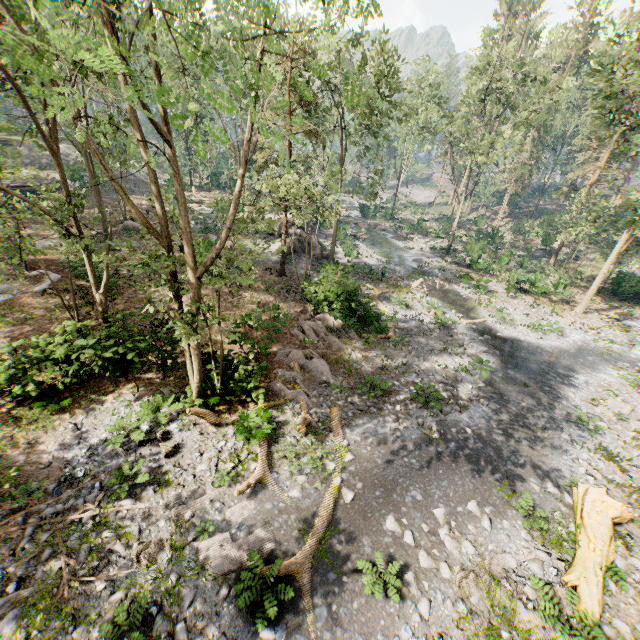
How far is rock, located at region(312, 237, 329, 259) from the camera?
30.1m

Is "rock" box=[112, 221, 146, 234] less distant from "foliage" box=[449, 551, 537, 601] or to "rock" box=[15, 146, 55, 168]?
"foliage" box=[449, 551, 537, 601]

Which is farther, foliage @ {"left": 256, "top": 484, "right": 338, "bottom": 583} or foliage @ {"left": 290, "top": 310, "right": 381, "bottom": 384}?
foliage @ {"left": 290, "top": 310, "right": 381, "bottom": 384}

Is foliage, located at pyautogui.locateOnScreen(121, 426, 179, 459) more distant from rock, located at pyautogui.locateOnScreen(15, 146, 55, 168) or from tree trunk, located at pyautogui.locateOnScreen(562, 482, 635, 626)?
tree trunk, located at pyautogui.locateOnScreen(562, 482, 635, 626)

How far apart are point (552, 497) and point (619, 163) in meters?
52.8 m

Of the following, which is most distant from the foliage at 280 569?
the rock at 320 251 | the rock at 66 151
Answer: the rock at 320 251

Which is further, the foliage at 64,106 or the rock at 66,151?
the rock at 66,151

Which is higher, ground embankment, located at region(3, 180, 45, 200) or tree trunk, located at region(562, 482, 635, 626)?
ground embankment, located at region(3, 180, 45, 200)
